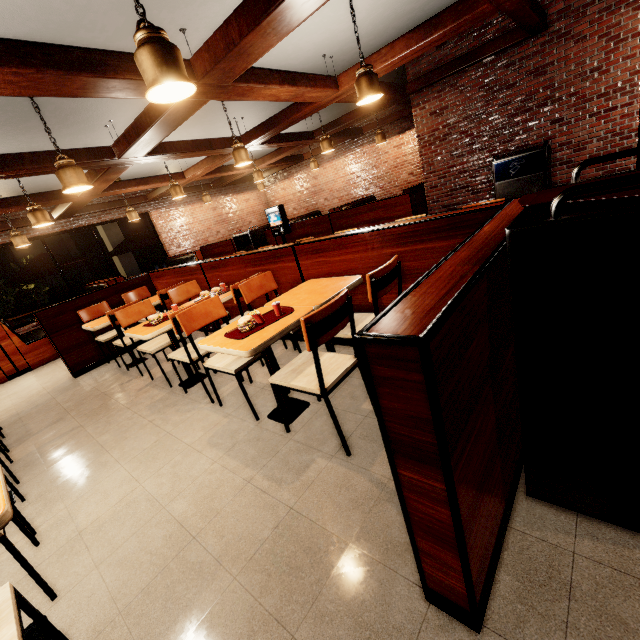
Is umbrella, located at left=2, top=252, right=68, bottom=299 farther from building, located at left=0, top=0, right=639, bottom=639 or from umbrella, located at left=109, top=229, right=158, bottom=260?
umbrella, located at left=109, top=229, right=158, bottom=260

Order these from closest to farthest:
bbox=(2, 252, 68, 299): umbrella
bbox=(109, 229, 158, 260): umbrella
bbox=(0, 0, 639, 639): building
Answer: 1. bbox=(0, 0, 639, 639): building
2. bbox=(2, 252, 68, 299): umbrella
3. bbox=(109, 229, 158, 260): umbrella

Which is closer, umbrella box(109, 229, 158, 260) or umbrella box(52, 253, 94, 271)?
umbrella box(52, 253, 94, 271)

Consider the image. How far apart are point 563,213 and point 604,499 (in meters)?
1.13

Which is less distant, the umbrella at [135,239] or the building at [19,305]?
the umbrella at [135,239]

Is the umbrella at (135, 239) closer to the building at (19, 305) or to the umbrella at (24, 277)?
the building at (19, 305)

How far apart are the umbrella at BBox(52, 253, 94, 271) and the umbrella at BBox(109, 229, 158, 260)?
1.1m

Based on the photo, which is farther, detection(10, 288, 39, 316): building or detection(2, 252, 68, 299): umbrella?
detection(10, 288, 39, 316): building
